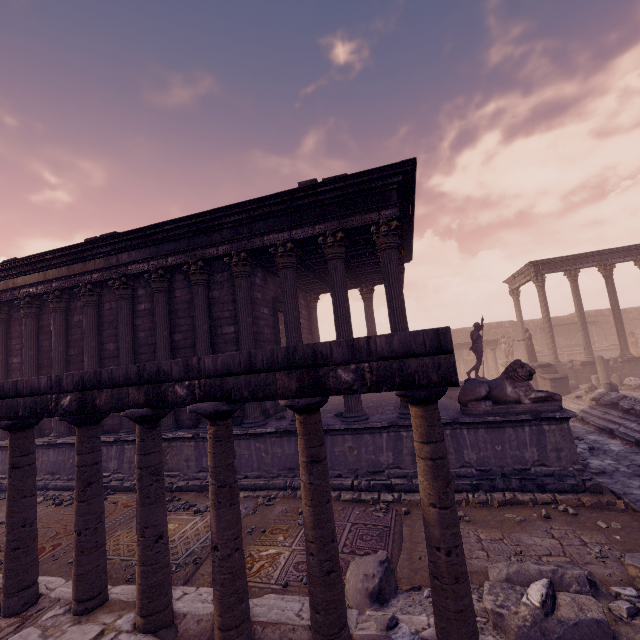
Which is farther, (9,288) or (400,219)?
(9,288)

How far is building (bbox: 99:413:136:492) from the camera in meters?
9.3

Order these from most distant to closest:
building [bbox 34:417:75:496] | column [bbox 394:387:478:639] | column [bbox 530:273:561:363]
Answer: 1. column [bbox 530:273:561:363]
2. building [bbox 34:417:75:496]
3. column [bbox 394:387:478:639]

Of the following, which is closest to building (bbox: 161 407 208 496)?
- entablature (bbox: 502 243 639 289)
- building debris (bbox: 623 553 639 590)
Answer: building debris (bbox: 623 553 639 590)

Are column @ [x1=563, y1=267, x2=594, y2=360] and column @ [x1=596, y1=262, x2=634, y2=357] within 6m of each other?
yes

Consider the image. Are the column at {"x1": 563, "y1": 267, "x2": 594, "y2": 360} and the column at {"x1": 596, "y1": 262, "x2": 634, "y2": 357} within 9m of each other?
yes

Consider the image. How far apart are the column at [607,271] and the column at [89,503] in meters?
24.8 m

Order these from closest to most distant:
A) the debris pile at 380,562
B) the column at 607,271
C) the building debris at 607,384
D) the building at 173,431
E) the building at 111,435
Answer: the debris pile at 380,562 → the building at 173,431 → the building at 111,435 → the building debris at 607,384 → the column at 607,271
